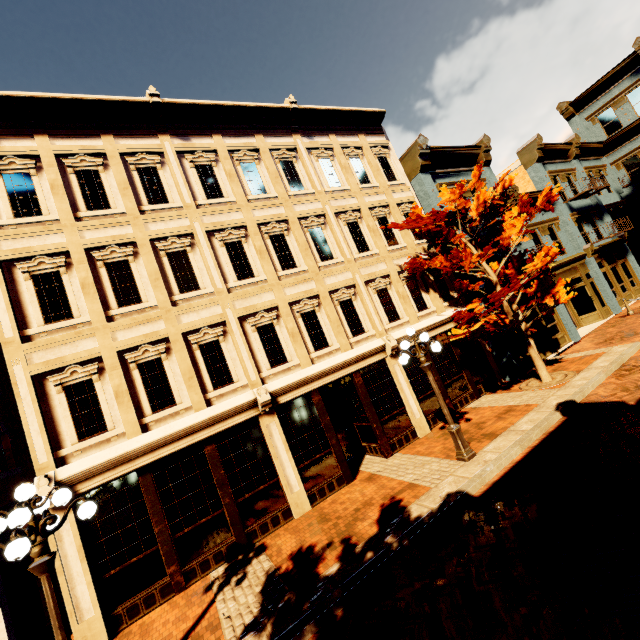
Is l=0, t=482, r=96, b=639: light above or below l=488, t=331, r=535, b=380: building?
above

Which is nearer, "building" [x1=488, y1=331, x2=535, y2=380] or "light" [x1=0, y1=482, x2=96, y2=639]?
"light" [x1=0, y1=482, x2=96, y2=639]

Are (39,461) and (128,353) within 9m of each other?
yes

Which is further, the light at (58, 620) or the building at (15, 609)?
the building at (15, 609)

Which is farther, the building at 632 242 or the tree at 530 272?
the building at 632 242

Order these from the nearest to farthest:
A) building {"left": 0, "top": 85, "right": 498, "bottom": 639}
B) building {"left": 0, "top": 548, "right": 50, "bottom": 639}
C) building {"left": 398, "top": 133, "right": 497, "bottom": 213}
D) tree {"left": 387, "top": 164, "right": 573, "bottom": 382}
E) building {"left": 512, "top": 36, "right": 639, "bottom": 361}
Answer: building {"left": 0, "top": 548, "right": 50, "bottom": 639}
building {"left": 0, "top": 85, "right": 498, "bottom": 639}
tree {"left": 387, "top": 164, "right": 573, "bottom": 382}
building {"left": 398, "top": 133, "right": 497, "bottom": 213}
building {"left": 512, "top": 36, "right": 639, "bottom": 361}

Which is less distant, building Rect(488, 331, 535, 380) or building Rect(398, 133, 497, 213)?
building Rect(488, 331, 535, 380)

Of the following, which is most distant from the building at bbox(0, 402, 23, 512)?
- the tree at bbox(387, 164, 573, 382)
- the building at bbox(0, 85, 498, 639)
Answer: the tree at bbox(387, 164, 573, 382)
